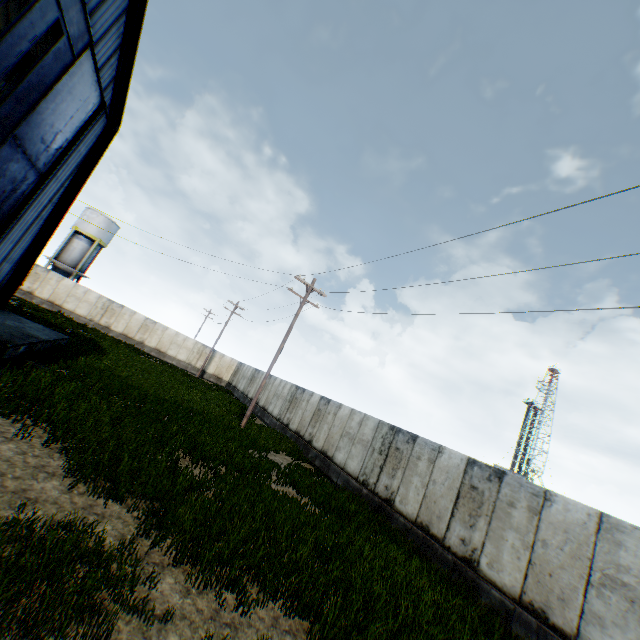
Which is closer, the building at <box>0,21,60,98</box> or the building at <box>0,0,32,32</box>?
the building at <box>0,0,32,32</box>

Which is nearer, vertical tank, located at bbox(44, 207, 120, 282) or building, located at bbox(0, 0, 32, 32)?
building, located at bbox(0, 0, 32, 32)

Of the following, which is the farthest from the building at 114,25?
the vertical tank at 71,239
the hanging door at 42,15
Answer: the vertical tank at 71,239

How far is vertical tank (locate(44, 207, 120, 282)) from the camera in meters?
38.1 m

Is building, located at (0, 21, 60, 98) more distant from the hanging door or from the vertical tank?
the vertical tank

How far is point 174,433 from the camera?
10.77m

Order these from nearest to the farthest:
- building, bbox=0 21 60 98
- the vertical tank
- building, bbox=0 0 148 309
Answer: building, bbox=0 0 148 309 < building, bbox=0 21 60 98 < the vertical tank
